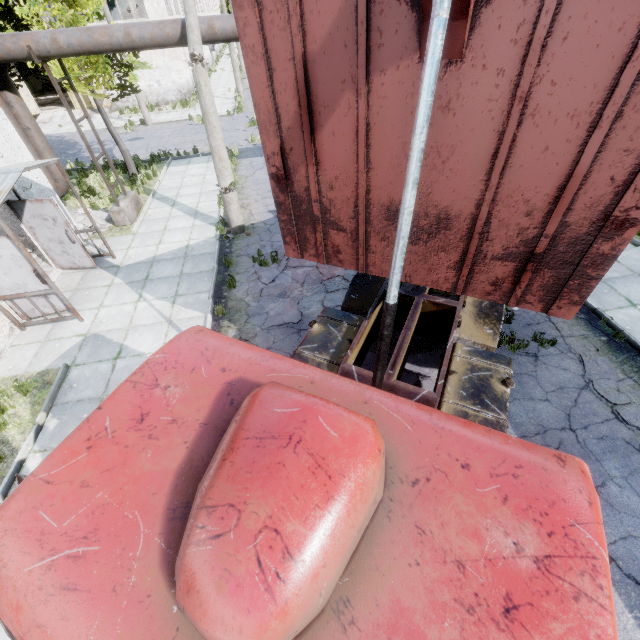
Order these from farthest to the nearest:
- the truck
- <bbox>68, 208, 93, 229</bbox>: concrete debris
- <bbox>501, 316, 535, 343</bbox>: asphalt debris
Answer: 1. <bbox>68, 208, 93, 229</bbox>: concrete debris
2. <bbox>501, 316, 535, 343</bbox>: asphalt debris
3. the truck

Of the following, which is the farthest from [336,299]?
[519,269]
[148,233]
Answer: [148,233]

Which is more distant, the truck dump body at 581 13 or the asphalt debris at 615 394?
the asphalt debris at 615 394

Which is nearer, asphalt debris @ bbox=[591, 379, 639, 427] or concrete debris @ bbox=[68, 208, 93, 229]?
asphalt debris @ bbox=[591, 379, 639, 427]

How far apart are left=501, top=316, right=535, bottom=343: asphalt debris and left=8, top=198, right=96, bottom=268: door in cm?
1123

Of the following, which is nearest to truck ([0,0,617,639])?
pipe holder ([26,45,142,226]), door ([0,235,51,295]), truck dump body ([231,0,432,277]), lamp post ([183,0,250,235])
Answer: truck dump body ([231,0,432,277])

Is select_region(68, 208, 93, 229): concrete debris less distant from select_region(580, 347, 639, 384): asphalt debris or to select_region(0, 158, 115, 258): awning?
select_region(0, 158, 115, 258): awning

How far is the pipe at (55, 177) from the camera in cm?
1068
